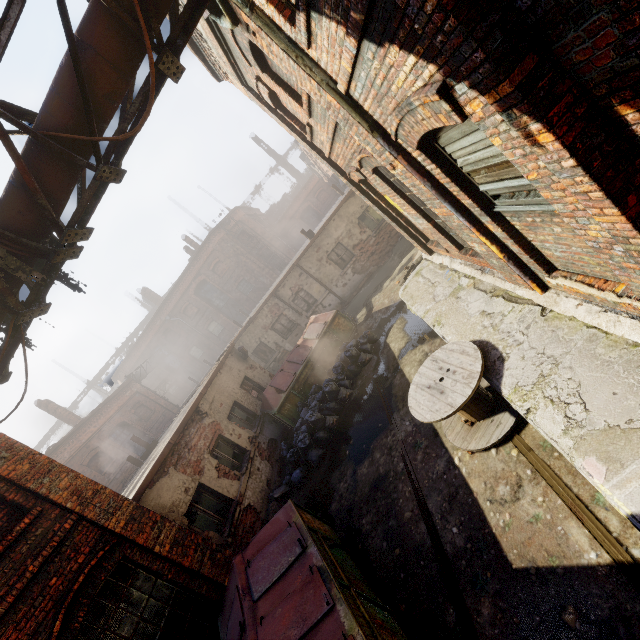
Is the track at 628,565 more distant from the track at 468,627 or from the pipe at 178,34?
the pipe at 178,34

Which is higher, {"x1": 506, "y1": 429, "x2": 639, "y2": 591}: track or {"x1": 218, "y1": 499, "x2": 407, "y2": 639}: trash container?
{"x1": 218, "y1": 499, "x2": 407, "y2": 639}: trash container

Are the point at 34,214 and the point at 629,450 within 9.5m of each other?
yes

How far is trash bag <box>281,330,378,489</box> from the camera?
9.02m

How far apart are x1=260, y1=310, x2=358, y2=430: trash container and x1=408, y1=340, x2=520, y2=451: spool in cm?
570

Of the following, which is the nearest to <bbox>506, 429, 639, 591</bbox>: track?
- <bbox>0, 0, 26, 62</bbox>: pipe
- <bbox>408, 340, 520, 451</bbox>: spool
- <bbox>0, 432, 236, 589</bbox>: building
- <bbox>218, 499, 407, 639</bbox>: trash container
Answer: <bbox>408, 340, 520, 451</bbox>: spool

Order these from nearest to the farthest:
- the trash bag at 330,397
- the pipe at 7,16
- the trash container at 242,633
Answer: the pipe at 7,16 → the trash container at 242,633 → the trash bag at 330,397

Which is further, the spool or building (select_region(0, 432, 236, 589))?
building (select_region(0, 432, 236, 589))
